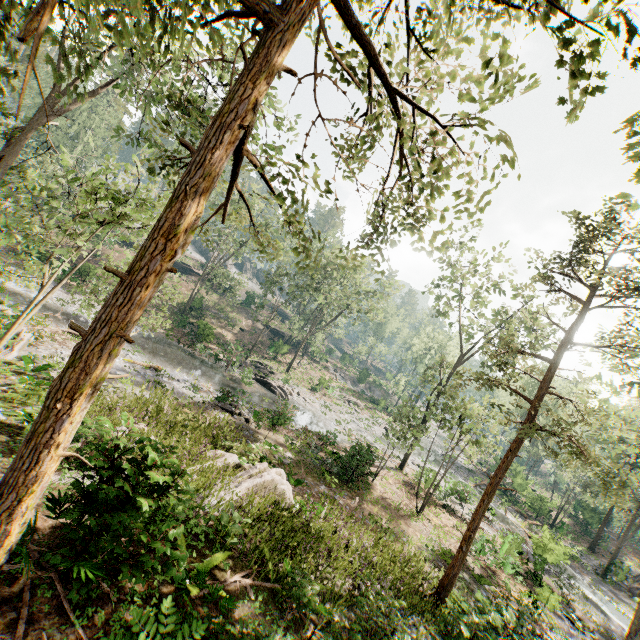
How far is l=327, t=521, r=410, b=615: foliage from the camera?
7.1 meters

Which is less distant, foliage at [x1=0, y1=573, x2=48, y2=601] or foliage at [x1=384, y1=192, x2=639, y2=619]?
foliage at [x1=0, y1=573, x2=48, y2=601]

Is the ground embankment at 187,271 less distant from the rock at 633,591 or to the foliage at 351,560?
the foliage at 351,560

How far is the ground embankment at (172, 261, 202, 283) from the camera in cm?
5338

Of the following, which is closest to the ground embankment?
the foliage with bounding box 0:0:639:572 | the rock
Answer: the foliage with bounding box 0:0:639:572

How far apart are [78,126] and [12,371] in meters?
47.8
